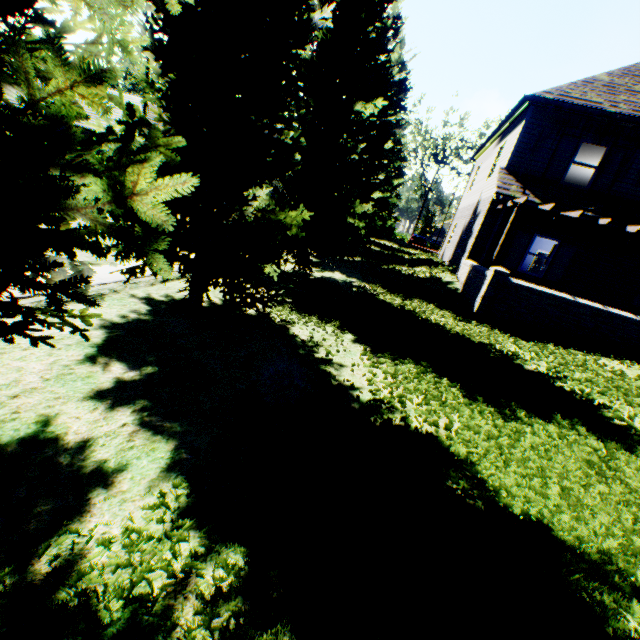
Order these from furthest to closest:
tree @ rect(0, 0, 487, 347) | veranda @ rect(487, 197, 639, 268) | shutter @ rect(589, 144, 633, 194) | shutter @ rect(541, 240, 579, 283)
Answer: shutter @ rect(541, 240, 579, 283)
shutter @ rect(589, 144, 633, 194)
veranda @ rect(487, 197, 639, 268)
tree @ rect(0, 0, 487, 347)

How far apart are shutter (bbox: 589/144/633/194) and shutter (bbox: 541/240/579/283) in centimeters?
186cm

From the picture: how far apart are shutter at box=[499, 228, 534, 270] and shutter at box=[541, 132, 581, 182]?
1.86m

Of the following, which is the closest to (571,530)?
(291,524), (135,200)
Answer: (291,524)

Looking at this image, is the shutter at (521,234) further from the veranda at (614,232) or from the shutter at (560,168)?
the shutter at (560,168)

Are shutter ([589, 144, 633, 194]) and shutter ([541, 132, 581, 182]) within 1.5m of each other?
yes

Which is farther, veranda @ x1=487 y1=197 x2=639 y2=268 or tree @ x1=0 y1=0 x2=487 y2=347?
veranda @ x1=487 y1=197 x2=639 y2=268

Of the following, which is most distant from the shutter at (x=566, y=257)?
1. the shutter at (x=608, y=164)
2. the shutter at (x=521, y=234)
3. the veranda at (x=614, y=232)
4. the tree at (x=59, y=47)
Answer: the tree at (x=59, y=47)
